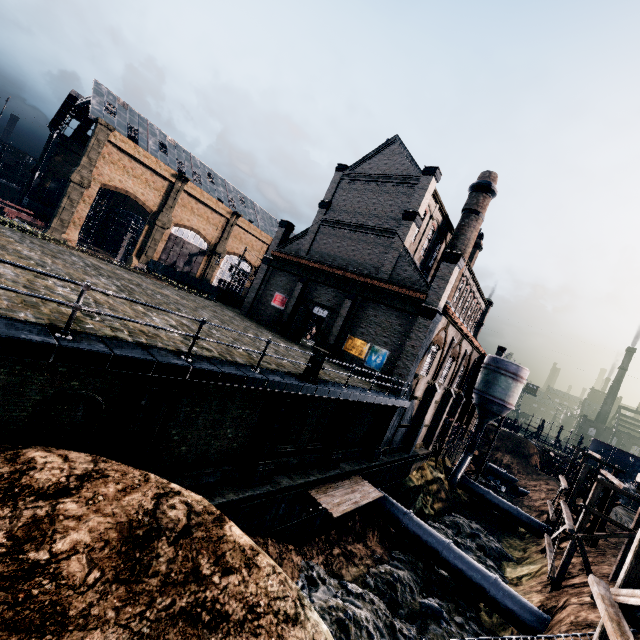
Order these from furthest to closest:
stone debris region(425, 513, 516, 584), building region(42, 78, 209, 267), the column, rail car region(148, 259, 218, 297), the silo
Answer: rail car region(148, 259, 218, 297), building region(42, 78, 209, 267), the silo, stone debris region(425, 513, 516, 584), the column

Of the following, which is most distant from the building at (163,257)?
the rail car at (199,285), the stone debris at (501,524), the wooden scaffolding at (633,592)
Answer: the wooden scaffolding at (633,592)

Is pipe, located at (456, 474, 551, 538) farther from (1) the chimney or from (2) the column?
(2) the column

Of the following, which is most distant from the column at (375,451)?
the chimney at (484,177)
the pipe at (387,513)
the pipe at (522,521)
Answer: the pipe at (522,521)

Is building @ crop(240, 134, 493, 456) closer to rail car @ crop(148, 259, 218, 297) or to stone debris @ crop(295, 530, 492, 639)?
stone debris @ crop(295, 530, 492, 639)

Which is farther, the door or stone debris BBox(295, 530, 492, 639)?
the door

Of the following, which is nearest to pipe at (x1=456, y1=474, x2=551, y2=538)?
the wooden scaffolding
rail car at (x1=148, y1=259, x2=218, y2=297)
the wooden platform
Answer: the wooden scaffolding

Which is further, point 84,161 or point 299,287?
point 84,161
